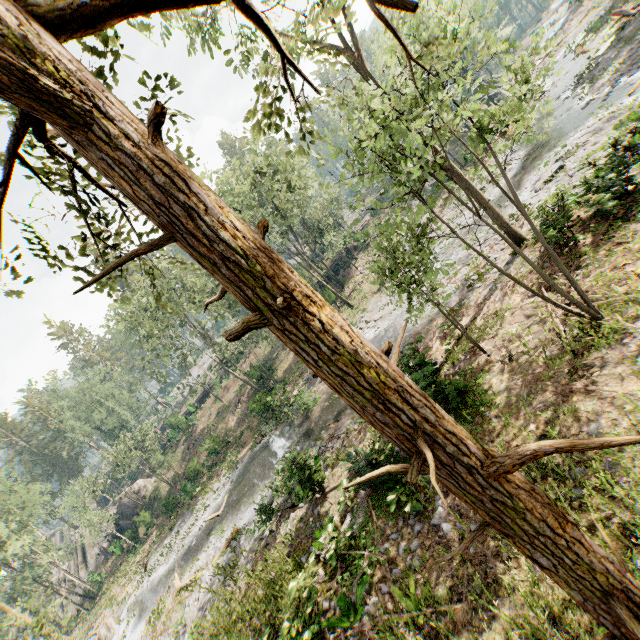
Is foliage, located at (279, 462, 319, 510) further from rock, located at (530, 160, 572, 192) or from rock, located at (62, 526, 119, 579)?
rock, located at (530, 160, 572, 192)

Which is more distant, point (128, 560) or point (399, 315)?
point (128, 560)

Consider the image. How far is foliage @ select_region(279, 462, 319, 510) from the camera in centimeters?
1209cm

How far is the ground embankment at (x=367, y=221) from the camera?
49.8 meters

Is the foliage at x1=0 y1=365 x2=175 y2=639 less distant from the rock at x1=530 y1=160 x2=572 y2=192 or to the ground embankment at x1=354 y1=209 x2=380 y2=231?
the ground embankment at x1=354 y1=209 x2=380 y2=231

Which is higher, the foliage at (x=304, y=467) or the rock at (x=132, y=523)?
the rock at (x=132, y=523)

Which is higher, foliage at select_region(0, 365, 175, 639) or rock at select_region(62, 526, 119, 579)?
foliage at select_region(0, 365, 175, 639)
